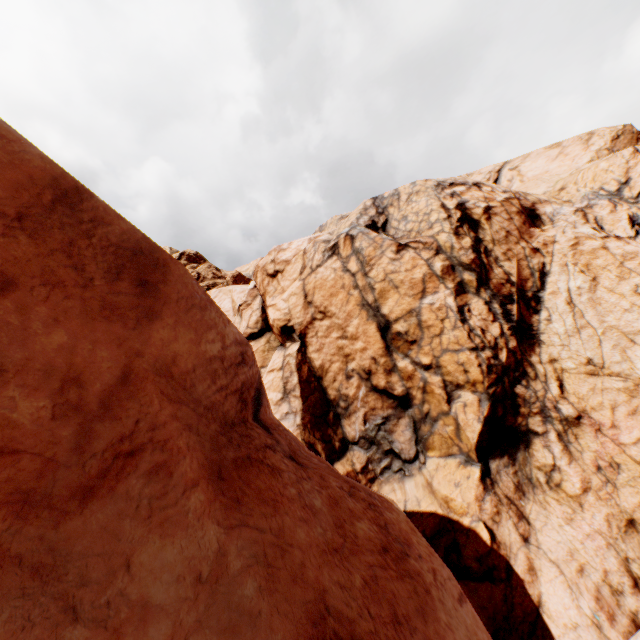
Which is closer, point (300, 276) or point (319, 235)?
point (300, 276)
